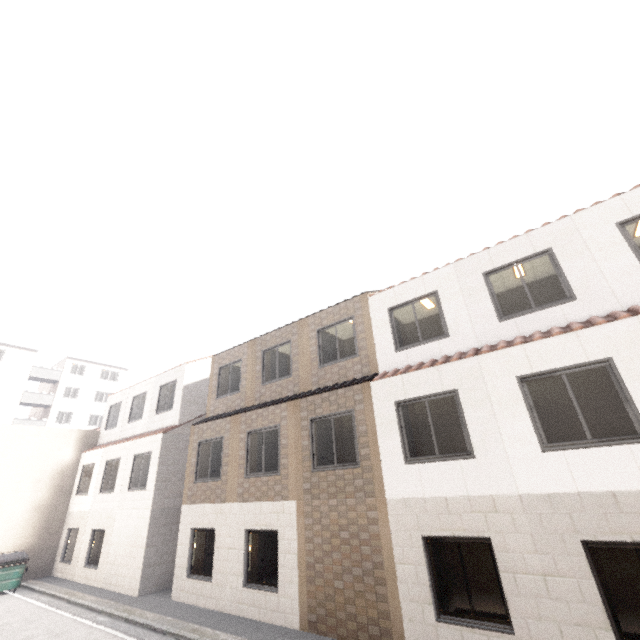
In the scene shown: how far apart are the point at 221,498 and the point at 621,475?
11.3 meters

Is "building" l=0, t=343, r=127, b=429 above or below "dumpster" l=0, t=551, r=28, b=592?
above

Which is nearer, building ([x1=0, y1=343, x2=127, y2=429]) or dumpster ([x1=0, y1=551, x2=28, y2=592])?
dumpster ([x1=0, y1=551, x2=28, y2=592])

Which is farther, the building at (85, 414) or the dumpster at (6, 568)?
the building at (85, 414)

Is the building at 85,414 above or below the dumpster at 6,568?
above
